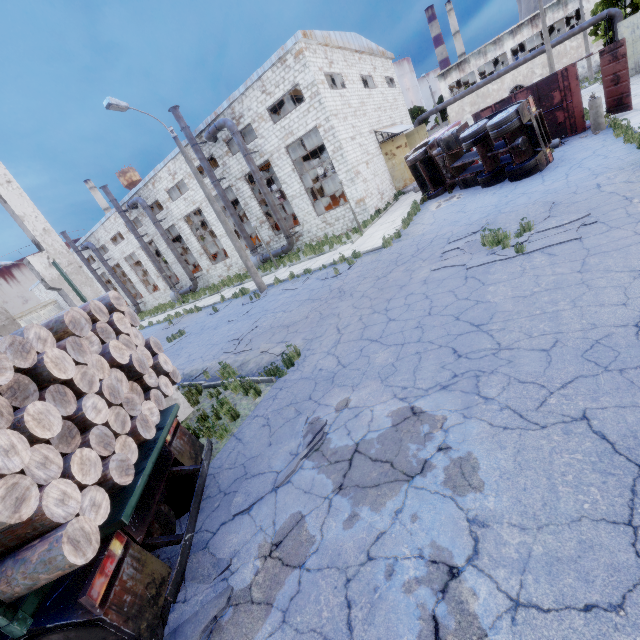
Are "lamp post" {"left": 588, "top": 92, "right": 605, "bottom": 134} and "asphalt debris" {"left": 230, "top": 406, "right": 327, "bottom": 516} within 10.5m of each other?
no

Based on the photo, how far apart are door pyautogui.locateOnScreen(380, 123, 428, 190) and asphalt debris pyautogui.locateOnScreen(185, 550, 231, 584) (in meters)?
27.39

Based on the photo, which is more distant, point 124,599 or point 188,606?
point 188,606

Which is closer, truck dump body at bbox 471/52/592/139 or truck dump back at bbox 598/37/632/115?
truck dump back at bbox 598/37/632/115

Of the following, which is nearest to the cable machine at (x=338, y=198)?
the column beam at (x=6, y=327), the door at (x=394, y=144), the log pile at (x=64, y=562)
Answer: the door at (x=394, y=144)

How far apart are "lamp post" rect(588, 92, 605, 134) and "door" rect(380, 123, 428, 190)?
13.4m

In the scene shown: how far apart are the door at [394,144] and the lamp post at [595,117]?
13.4 meters

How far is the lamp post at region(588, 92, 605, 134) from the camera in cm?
1417
